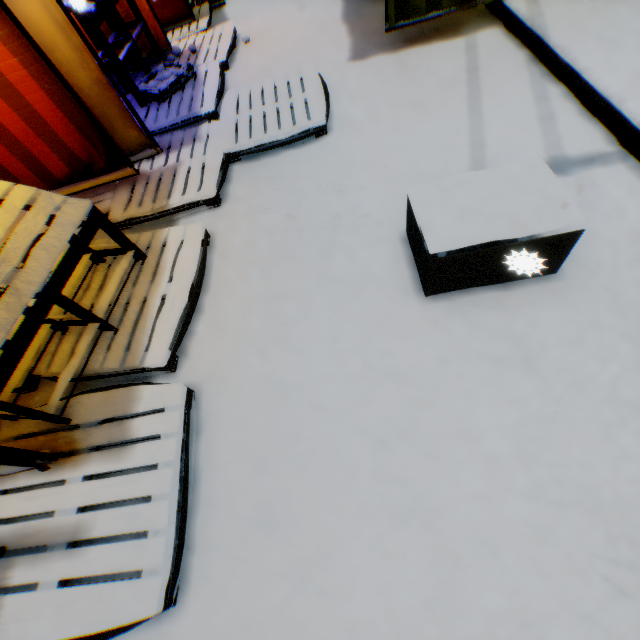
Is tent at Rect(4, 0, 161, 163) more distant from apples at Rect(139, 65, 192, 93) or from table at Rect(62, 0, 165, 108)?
apples at Rect(139, 65, 192, 93)

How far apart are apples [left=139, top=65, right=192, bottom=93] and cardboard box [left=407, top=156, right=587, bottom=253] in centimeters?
360cm

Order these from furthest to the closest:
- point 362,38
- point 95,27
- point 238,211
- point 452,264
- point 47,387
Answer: point 362,38, point 95,27, point 238,211, point 47,387, point 452,264

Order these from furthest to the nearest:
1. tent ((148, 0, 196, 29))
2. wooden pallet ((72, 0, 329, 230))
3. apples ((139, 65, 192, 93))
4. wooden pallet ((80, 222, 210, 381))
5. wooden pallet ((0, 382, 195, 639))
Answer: tent ((148, 0, 196, 29)), apples ((139, 65, 192, 93)), wooden pallet ((72, 0, 329, 230)), wooden pallet ((80, 222, 210, 381)), wooden pallet ((0, 382, 195, 639))

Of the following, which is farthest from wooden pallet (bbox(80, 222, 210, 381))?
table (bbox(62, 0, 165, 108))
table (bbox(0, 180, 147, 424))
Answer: table (bbox(62, 0, 165, 108))

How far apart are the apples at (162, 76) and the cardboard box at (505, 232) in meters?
3.6 m

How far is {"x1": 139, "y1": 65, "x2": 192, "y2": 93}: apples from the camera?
3.9 meters
